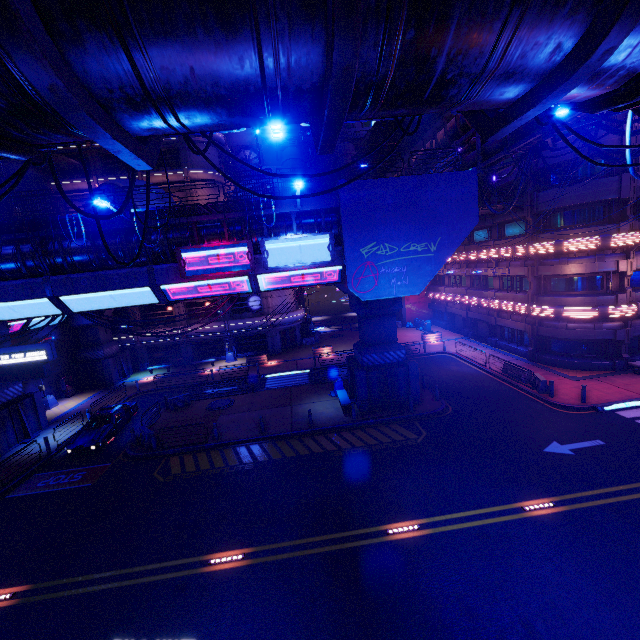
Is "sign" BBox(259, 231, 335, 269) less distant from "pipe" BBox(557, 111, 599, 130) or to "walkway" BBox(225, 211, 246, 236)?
"walkway" BBox(225, 211, 246, 236)

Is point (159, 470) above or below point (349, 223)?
below

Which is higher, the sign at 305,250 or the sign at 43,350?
the sign at 305,250

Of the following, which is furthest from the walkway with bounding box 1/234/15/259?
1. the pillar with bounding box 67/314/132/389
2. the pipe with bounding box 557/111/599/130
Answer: the pillar with bounding box 67/314/132/389

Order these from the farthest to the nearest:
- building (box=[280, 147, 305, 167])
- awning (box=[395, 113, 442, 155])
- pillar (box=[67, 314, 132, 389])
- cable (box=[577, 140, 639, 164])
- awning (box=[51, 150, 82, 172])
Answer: building (box=[280, 147, 305, 167]), pillar (box=[67, 314, 132, 389]), awning (box=[51, 150, 82, 172]), awning (box=[395, 113, 442, 155]), cable (box=[577, 140, 639, 164])

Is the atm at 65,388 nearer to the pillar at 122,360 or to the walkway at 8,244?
the pillar at 122,360

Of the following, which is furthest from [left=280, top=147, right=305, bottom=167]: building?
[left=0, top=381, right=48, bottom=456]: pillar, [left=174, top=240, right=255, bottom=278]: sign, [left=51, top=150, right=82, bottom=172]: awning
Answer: [left=0, top=381, right=48, bottom=456]: pillar

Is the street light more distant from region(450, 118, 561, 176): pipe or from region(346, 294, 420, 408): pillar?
region(346, 294, 420, 408): pillar
